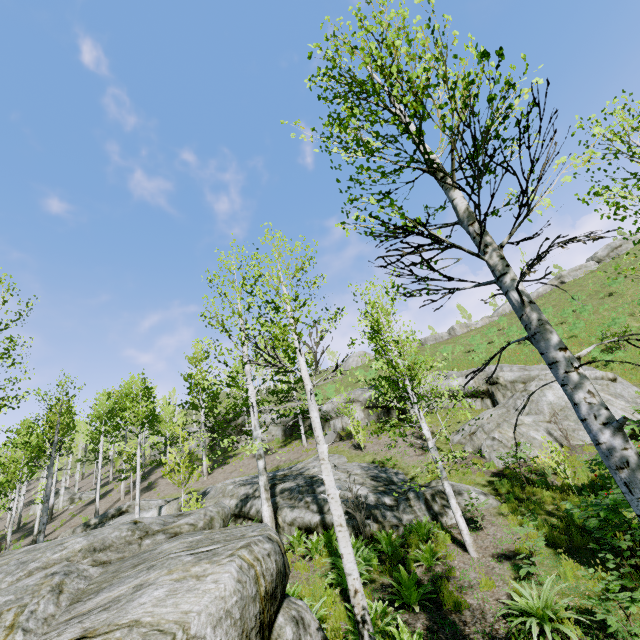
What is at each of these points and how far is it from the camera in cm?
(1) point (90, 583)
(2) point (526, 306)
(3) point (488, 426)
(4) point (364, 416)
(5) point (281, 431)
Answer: (1) rock, 423
(2) instancedfoliageactor, 276
(3) rock, 1555
(4) rock, 2419
(5) rock, 2953

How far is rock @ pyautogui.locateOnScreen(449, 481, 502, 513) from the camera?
10.82m

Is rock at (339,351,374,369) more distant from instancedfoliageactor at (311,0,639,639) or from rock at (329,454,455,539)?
rock at (329,454,455,539)

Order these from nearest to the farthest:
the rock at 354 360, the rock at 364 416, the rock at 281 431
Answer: the rock at 364 416 → the rock at 281 431 → the rock at 354 360

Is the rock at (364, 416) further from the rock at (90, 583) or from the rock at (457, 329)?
the rock at (457, 329)

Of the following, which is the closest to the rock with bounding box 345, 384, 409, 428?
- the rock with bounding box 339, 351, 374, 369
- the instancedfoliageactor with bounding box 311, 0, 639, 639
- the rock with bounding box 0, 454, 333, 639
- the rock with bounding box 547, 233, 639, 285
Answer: the instancedfoliageactor with bounding box 311, 0, 639, 639

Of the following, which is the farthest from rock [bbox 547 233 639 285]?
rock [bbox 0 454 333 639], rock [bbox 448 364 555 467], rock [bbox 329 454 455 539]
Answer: rock [bbox 0 454 333 639]

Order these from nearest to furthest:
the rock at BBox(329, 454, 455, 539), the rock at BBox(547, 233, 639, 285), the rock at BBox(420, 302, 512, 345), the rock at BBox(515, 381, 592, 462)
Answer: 1. the rock at BBox(329, 454, 455, 539)
2. the rock at BBox(515, 381, 592, 462)
3. the rock at BBox(547, 233, 639, 285)
4. the rock at BBox(420, 302, 512, 345)
